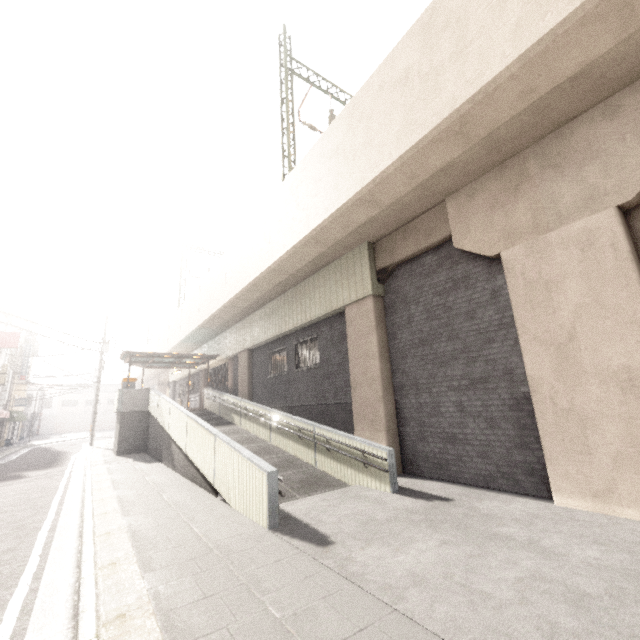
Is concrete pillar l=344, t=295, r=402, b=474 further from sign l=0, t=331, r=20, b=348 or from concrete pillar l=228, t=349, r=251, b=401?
sign l=0, t=331, r=20, b=348

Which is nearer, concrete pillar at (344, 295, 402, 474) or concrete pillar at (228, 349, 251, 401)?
concrete pillar at (344, 295, 402, 474)

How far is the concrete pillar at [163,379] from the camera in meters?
38.5

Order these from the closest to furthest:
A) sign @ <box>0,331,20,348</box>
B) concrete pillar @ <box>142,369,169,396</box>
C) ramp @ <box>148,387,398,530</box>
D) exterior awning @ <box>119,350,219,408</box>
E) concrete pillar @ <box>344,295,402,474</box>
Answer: ramp @ <box>148,387,398,530</box>, concrete pillar @ <box>344,295,402,474</box>, exterior awning @ <box>119,350,219,408</box>, sign @ <box>0,331,20,348</box>, concrete pillar @ <box>142,369,169,396</box>

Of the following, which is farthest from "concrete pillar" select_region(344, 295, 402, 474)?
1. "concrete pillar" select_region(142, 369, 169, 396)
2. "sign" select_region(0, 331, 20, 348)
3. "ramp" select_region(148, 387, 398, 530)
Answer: "concrete pillar" select_region(142, 369, 169, 396)

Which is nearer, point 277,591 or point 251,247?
point 277,591

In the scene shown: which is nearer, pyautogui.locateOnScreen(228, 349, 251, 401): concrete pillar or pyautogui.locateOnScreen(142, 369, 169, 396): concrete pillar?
pyautogui.locateOnScreen(228, 349, 251, 401): concrete pillar

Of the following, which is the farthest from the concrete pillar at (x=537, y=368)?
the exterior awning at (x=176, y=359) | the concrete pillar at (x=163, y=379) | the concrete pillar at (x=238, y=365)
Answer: the concrete pillar at (x=163, y=379)
